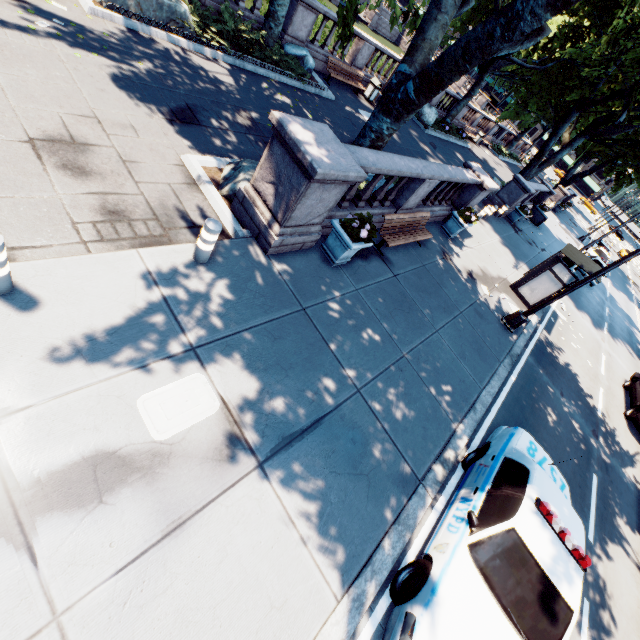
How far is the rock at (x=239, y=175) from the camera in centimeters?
683cm

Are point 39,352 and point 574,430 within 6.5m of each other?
no

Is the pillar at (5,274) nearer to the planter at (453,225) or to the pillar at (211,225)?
the pillar at (211,225)

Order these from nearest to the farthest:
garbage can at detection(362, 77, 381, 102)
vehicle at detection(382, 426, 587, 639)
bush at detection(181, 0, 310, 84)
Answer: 1. vehicle at detection(382, 426, 587, 639)
2. bush at detection(181, 0, 310, 84)
3. garbage can at detection(362, 77, 381, 102)

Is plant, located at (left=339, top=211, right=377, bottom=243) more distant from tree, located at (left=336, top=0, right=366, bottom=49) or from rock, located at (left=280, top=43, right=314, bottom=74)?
rock, located at (left=280, top=43, right=314, bottom=74)

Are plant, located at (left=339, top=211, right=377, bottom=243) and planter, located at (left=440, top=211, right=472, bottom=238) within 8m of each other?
yes

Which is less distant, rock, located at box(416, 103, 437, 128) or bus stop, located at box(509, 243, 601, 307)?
bus stop, located at box(509, 243, 601, 307)

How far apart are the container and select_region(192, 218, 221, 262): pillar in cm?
2772
